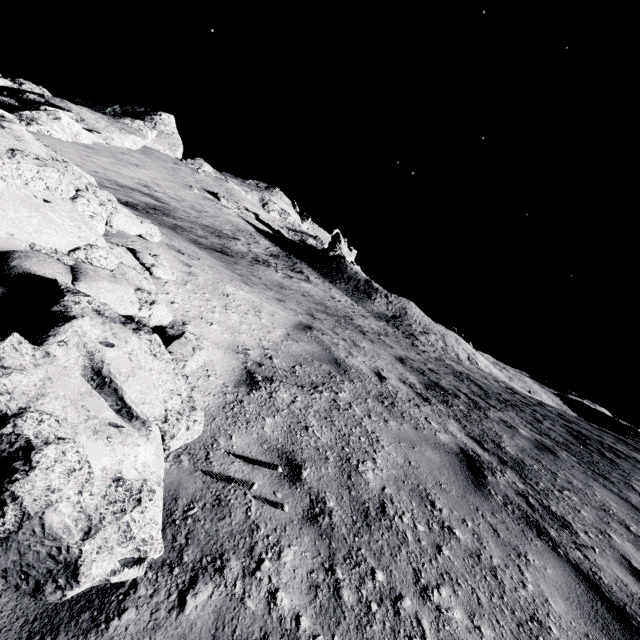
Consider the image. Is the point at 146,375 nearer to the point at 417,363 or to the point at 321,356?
the point at 321,356
